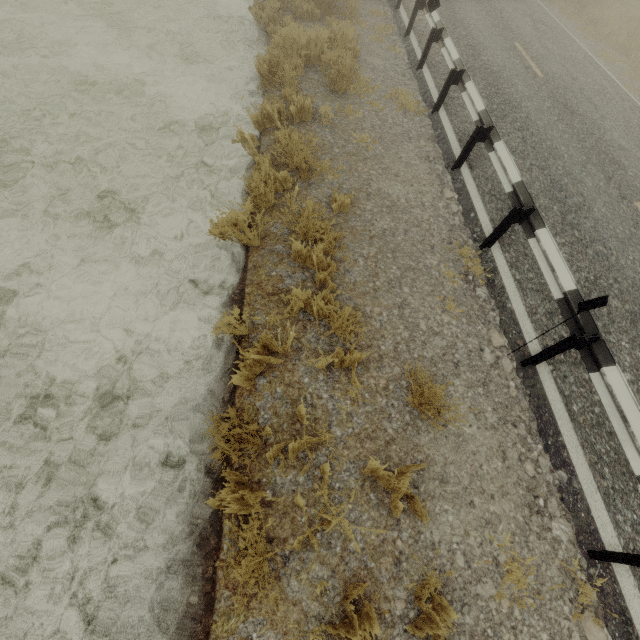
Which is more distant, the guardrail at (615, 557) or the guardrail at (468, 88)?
the guardrail at (468, 88)

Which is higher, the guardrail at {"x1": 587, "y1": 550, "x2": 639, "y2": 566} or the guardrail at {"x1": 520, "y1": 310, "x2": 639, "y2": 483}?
the guardrail at {"x1": 520, "y1": 310, "x2": 639, "y2": 483}

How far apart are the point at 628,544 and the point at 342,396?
3.16m

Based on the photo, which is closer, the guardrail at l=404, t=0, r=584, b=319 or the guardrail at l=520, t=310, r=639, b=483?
the guardrail at l=520, t=310, r=639, b=483
